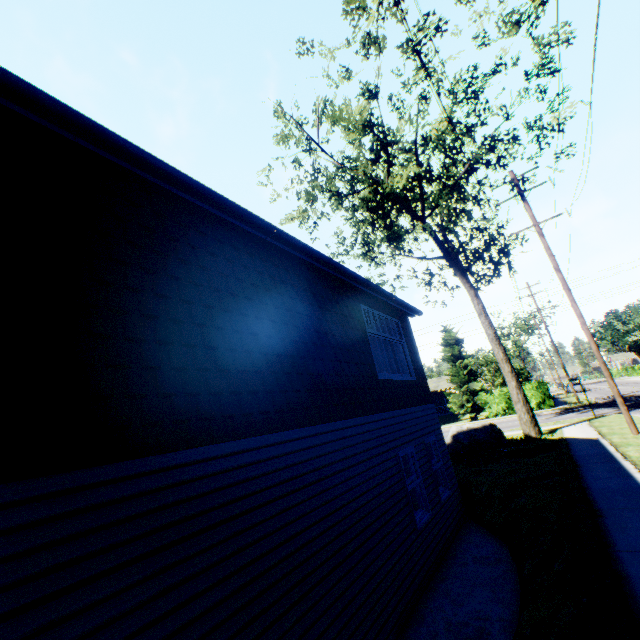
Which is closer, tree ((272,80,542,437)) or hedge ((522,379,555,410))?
tree ((272,80,542,437))

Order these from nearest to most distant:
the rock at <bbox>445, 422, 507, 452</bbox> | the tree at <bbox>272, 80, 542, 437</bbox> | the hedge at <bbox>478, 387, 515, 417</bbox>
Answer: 1. the rock at <bbox>445, 422, 507, 452</bbox>
2. the tree at <bbox>272, 80, 542, 437</bbox>
3. the hedge at <bbox>478, 387, 515, 417</bbox>

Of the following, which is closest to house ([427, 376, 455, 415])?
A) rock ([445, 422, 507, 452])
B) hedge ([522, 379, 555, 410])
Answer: hedge ([522, 379, 555, 410])

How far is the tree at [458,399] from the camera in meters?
16.2

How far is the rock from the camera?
15.66m

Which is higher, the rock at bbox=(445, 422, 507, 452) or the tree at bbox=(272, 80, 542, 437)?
the tree at bbox=(272, 80, 542, 437)

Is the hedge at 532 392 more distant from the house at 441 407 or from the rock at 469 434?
the rock at 469 434

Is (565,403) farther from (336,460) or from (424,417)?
(336,460)
